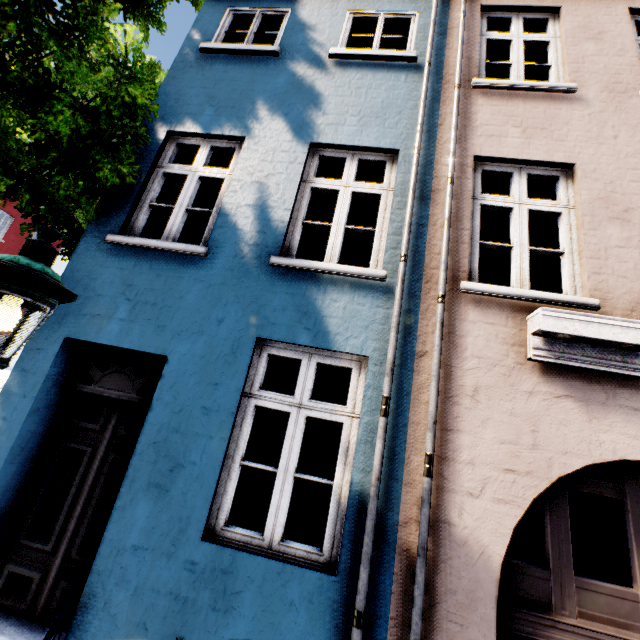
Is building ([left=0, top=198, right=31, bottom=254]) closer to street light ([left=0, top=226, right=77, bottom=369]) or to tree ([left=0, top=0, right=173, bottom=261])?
tree ([left=0, top=0, right=173, bottom=261])

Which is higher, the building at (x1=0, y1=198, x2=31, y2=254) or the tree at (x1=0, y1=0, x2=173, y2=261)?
the building at (x1=0, y1=198, x2=31, y2=254)

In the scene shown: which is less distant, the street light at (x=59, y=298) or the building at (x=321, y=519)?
the street light at (x=59, y=298)

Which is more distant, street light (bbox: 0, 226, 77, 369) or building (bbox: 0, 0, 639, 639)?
building (bbox: 0, 0, 639, 639)

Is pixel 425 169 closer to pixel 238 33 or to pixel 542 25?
pixel 238 33

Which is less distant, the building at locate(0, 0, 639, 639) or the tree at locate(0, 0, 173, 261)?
the building at locate(0, 0, 639, 639)

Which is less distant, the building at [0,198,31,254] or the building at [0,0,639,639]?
the building at [0,0,639,639]

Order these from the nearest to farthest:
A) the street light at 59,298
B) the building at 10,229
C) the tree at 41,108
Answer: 1. the street light at 59,298
2. the tree at 41,108
3. the building at 10,229
